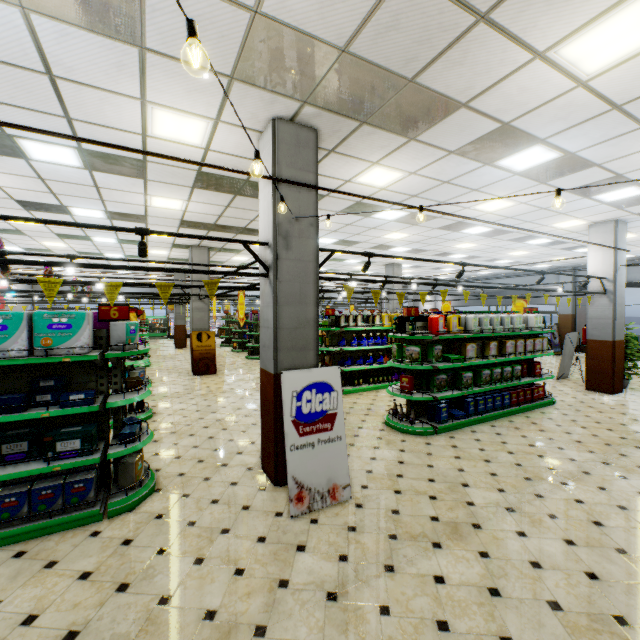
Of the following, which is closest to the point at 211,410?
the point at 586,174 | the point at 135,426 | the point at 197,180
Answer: the point at 135,426

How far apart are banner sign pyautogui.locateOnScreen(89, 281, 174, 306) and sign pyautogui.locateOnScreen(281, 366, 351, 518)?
2.1m

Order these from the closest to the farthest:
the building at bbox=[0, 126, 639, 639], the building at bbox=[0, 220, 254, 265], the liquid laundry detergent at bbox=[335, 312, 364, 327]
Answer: the building at bbox=[0, 126, 639, 639]
the liquid laundry detergent at bbox=[335, 312, 364, 327]
the building at bbox=[0, 220, 254, 265]

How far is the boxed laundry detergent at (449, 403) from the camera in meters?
6.6 m

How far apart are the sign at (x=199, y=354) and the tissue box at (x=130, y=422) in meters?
8.0

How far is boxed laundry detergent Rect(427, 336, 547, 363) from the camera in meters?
6.6

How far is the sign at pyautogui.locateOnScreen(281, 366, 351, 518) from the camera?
3.8 meters

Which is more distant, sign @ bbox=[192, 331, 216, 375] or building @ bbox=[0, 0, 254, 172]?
sign @ bbox=[192, 331, 216, 375]
